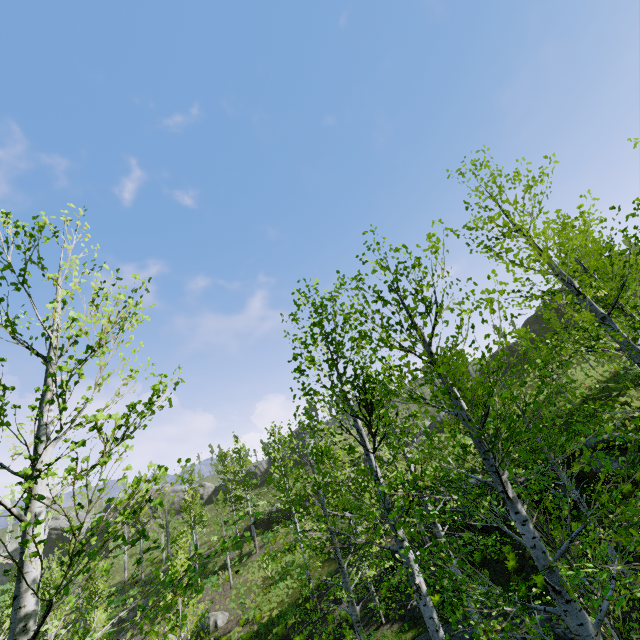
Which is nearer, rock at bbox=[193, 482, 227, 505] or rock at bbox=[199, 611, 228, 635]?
rock at bbox=[199, 611, 228, 635]

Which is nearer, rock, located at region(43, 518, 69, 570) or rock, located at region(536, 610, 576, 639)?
rock, located at region(536, 610, 576, 639)

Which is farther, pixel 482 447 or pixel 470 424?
pixel 482 447

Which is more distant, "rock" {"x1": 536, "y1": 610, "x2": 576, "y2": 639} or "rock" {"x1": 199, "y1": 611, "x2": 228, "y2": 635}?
"rock" {"x1": 199, "y1": 611, "x2": 228, "y2": 635}

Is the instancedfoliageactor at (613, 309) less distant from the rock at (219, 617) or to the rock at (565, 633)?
the rock at (565, 633)

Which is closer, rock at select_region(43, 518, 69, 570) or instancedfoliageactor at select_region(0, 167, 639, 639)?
instancedfoliageactor at select_region(0, 167, 639, 639)

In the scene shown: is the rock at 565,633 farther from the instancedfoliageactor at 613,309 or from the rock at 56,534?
the rock at 56,534

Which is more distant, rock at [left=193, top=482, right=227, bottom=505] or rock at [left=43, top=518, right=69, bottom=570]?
rock at [left=193, top=482, right=227, bottom=505]
